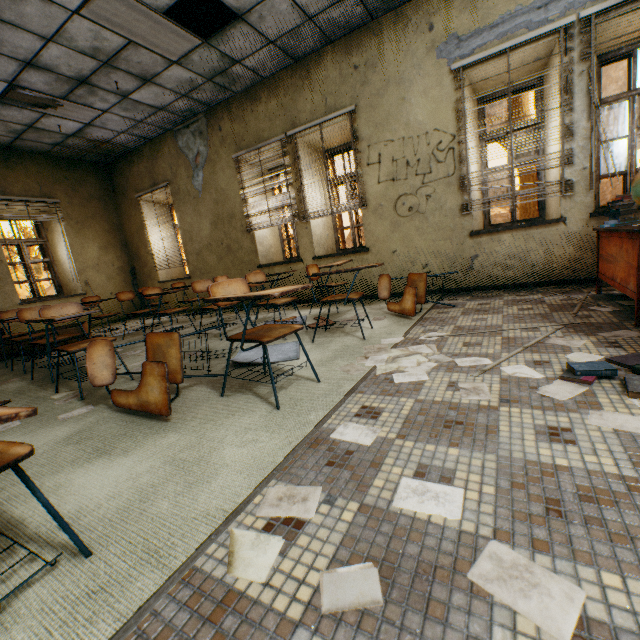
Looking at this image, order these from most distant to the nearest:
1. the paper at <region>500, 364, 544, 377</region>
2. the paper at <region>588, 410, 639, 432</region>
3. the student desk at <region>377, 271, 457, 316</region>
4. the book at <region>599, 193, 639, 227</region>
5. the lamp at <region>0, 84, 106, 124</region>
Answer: the lamp at <region>0, 84, 106, 124</region>
the student desk at <region>377, 271, 457, 316</region>
the book at <region>599, 193, 639, 227</region>
the paper at <region>500, 364, 544, 377</region>
the paper at <region>588, 410, 639, 432</region>

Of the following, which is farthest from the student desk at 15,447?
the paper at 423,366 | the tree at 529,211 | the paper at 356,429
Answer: the tree at 529,211

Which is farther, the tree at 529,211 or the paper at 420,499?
the tree at 529,211

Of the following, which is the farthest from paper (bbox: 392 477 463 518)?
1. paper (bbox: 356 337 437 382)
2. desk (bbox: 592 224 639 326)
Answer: desk (bbox: 592 224 639 326)

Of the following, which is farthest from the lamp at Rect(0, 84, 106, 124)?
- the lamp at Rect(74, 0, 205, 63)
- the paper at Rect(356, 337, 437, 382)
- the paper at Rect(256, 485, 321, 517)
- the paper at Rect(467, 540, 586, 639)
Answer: the paper at Rect(467, 540, 586, 639)

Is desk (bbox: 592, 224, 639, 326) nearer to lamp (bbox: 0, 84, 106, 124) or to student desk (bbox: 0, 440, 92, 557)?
student desk (bbox: 0, 440, 92, 557)

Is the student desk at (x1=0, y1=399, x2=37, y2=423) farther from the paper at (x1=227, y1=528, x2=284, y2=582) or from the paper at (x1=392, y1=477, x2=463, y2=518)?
the paper at (x1=392, y1=477, x2=463, y2=518)

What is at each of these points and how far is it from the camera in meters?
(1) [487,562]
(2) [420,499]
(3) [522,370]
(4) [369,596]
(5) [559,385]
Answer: (1) paper, 0.8
(2) paper, 1.1
(3) paper, 1.9
(4) paper, 0.8
(5) paper, 1.7
